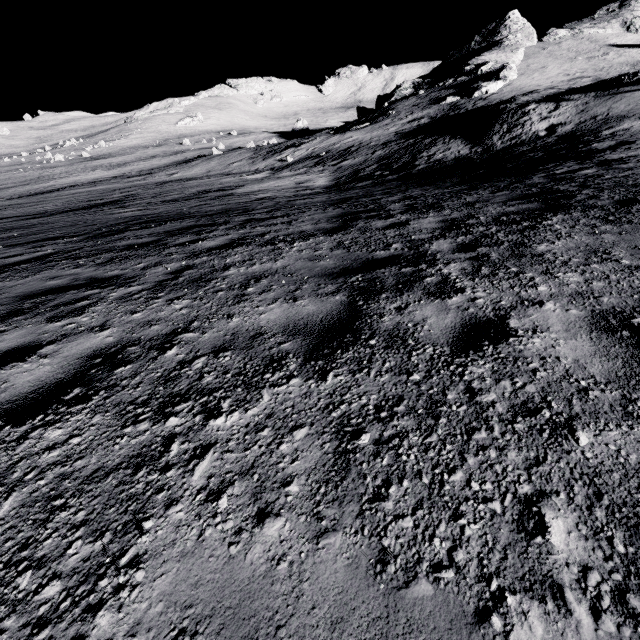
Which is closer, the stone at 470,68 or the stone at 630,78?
the stone at 630,78

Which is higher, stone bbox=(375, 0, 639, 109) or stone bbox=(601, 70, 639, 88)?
stone bbox=(375, 0, 639, 109)

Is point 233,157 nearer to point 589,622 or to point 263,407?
point 263,407

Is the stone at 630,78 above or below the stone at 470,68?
below

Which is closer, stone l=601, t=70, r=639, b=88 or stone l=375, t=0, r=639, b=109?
stone l=601, t=70, r=639, b=88
